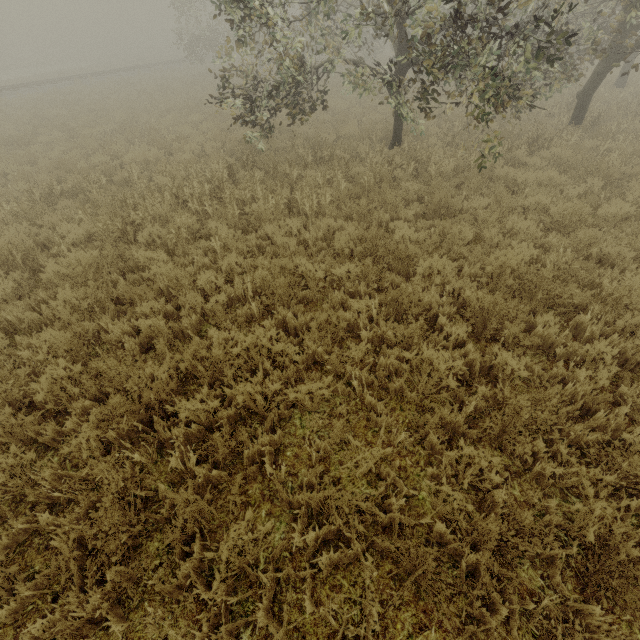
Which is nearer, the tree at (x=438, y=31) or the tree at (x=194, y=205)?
the tree at (x=438, y=31)

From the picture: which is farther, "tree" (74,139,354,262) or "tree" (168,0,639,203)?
"tree" (74,139,354,262)

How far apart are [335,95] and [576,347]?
19.2m

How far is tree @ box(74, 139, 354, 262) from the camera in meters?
6.8

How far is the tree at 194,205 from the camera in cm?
675
